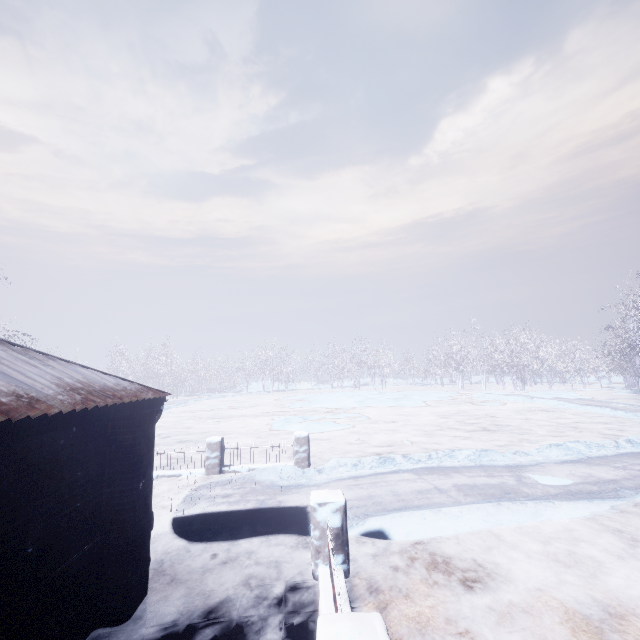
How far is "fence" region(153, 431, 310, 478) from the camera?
8.6 meters

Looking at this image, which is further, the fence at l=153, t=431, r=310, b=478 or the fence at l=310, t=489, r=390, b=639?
the fence at l=153, t=431, r=310, b=478

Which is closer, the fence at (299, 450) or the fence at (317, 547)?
the fence at (317, 547)

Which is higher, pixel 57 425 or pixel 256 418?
pixel 57 425

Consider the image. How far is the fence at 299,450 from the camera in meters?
8.6
